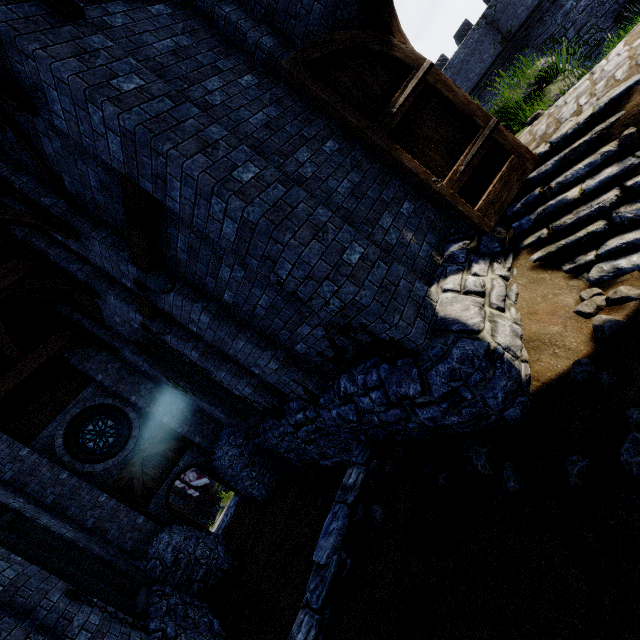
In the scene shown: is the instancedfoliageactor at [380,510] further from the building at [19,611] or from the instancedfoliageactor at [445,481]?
the building at [19,611]

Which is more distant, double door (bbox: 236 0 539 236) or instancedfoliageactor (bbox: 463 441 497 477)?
double door (bbox: 236 0 539 236)

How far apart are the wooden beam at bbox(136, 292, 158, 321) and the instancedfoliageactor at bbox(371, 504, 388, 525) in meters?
5.5 m

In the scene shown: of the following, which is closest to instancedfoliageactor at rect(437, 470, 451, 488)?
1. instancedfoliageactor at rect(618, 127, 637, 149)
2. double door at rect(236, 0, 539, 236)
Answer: double door at rect(236, 0, 539, 236)

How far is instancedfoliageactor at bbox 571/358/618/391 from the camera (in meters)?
2.81

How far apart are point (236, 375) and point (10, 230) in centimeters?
574cm

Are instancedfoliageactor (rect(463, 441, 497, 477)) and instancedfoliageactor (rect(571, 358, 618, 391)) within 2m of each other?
yes

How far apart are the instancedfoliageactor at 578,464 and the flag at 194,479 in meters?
26.9 m
